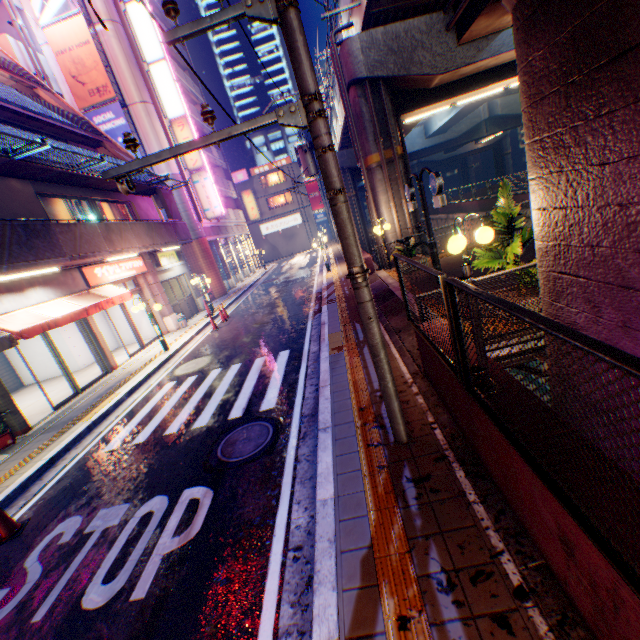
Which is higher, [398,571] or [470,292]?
[470,292]

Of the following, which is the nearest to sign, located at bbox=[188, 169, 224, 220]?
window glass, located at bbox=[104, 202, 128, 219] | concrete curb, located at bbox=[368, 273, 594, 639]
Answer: window glass, located at bbox=[104, 202, 128, 219]

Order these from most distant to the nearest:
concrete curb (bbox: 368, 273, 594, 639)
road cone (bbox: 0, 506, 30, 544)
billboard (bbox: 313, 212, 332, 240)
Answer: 1. billboard (bbox: 313, 212, 332, 240)
2. road cone (bbox: 0, 506, 30, 544)
3. concrete curb (bbox: 368, 273, 594, 639)

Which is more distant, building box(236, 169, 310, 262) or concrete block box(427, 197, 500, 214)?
building box(236, 169, 310, 262)

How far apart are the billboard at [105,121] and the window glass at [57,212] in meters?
9.1

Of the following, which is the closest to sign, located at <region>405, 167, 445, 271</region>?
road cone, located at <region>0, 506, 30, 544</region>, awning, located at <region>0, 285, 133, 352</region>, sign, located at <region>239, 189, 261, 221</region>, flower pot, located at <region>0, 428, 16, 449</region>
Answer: awning, located at <region>0, 285, 133, 352</region>

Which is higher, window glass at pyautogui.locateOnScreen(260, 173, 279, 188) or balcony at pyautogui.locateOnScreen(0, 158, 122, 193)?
window glass at pyautogui.locateOnScreen(260, 173, 279, 188)

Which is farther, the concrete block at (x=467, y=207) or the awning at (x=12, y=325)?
the concrete block at (x=467, y=207)
